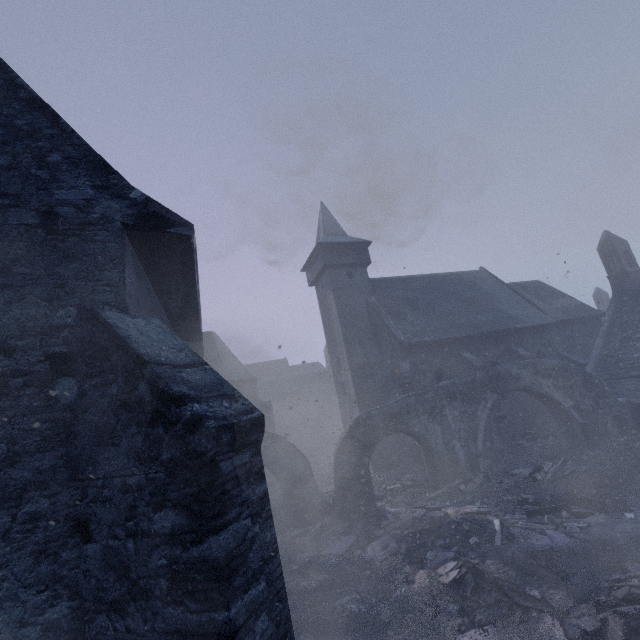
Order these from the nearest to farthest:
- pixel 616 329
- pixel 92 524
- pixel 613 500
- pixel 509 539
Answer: pixel 92 524 → pixel 509 539 → pixel 613 500 → pixel 616 329

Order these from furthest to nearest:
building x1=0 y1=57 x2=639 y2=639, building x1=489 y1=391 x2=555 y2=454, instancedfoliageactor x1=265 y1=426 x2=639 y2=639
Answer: building x1=489 y1=391 x2=555 y2=454 → instancedfoliageactor x1=265 y1=426 x2=639 y2=639 → building x1=0 y1=57 x2=639 y2=639

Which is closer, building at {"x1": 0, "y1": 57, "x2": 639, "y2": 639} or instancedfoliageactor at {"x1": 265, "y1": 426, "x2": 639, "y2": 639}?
building at {"x1": 0, "y1": 57, "x2": 639, "y2": 639}

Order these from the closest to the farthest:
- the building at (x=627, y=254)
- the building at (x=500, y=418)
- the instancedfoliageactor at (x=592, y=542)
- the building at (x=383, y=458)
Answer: the building at (x=627, y=254) → the instancedfoliageactor at (x=592, y=542) → the building at (x=500, y=418) → the building at (x=383, y=458)

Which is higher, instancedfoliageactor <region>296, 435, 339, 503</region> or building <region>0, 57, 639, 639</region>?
building <region>0, 57, 639, 639</region>

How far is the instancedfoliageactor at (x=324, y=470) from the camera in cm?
1856
